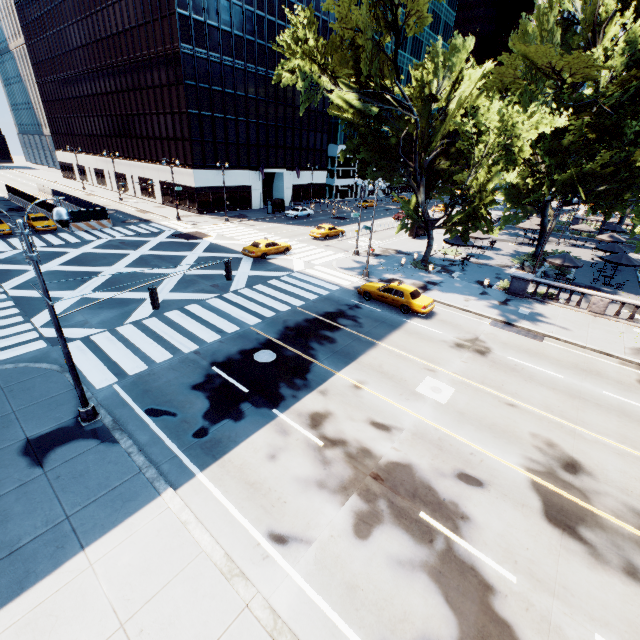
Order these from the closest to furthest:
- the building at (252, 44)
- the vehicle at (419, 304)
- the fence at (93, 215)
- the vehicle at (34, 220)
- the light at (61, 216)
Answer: the light at (61, 216) → the vehicle at (419, 304) → the vehicle at (34, 220) → the fence at (93, 215) → the building at (252, 44)

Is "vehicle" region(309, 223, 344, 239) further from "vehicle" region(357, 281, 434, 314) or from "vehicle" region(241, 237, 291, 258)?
"vehicle" region(357, 281, 434, 314)

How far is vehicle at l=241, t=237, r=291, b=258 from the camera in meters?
29.2

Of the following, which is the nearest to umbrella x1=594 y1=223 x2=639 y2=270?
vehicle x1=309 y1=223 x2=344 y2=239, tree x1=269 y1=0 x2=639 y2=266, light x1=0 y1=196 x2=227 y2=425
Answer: tree x1=269 y1=0 x2=639 y2=266

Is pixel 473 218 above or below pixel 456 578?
above

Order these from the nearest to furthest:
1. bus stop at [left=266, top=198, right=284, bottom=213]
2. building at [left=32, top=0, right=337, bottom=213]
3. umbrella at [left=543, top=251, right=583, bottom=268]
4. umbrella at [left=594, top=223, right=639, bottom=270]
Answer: umbrella at [left=543, top=251, right=583, bottom=268]
umbrella at [left=594, top=223, right=639, bottom=270]
building at [left=32, top=0, right=337, bottom=213]
bus stop at [left=266, top=198, right=284, bottom=213]

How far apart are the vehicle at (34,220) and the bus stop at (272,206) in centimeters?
2667cm

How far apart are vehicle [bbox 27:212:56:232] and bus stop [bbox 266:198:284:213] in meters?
26.7
